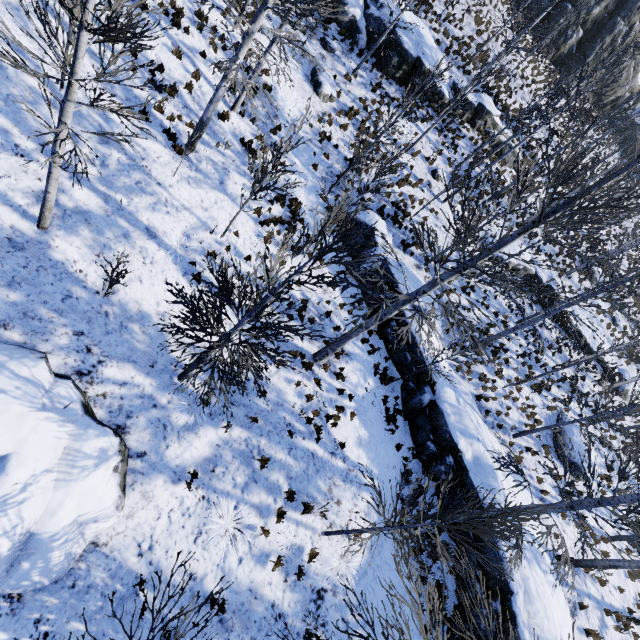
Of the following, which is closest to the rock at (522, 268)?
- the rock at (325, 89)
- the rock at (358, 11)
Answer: the rock at (358, 11)

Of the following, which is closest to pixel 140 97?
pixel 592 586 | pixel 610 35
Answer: pixel 592 586

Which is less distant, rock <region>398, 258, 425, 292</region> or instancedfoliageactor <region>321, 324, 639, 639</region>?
instancedfoliageactor <region>321, 324, 639, 639</region>

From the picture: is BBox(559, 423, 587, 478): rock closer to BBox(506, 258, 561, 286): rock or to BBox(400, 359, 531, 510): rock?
BBox(400, 359, 531, 510): rock

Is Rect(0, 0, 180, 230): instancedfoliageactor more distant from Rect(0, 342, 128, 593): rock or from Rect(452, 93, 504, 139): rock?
Rect(452, 93, 504, 139): rock

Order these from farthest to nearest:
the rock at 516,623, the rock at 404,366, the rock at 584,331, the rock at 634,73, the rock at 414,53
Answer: the rock at 634,73
the rock at 584,331
the rock at 414,53
the rock at 404,366
the rock at 516,623

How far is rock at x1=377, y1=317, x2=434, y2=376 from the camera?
13.88m

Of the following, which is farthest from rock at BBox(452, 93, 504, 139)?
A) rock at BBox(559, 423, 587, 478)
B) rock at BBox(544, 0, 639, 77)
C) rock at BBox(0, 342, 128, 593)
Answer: rock at BBox(0, 342, 128, 593)
